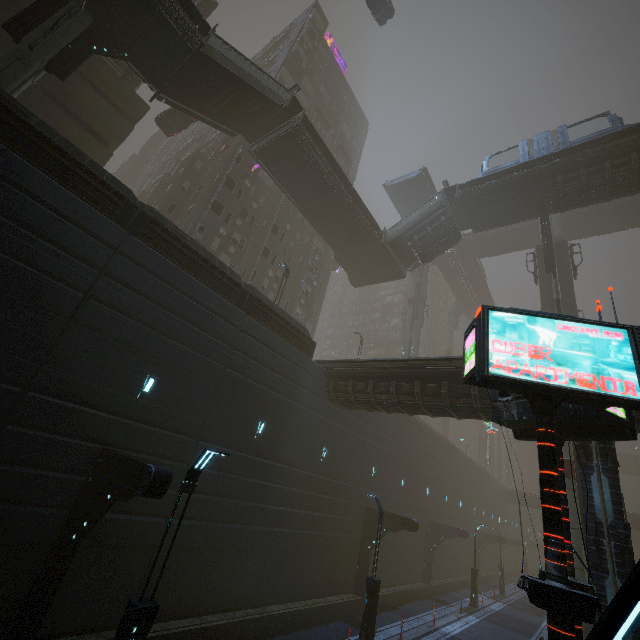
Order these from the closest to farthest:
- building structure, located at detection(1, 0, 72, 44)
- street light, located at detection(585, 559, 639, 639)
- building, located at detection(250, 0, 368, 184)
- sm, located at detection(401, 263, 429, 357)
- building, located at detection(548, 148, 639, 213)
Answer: street light, located at detection(585, 559, 639, 639), building structure, located at detection(1, 0, 72, 44), building, located at detection(548, 148, 639, 213), building, located at detection(250, 0, 368, 184), sm, located at detection(401, 263, 429, 357)

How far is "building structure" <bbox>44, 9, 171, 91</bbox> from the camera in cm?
1388

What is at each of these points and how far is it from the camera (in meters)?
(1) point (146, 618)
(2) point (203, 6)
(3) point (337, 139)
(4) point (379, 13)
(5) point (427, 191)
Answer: (1) street light, 6.61
(2) building, 29.38
(3) building, 46.78
(4) car, 29.47
(5) bridge, 41.00

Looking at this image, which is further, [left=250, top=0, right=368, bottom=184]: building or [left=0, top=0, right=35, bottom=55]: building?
[left=250, top=0, right=368, bottom=184]: building

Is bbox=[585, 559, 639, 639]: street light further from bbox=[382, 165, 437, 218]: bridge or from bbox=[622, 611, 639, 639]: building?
bbox=[382, 165, 437, 218]: bridge

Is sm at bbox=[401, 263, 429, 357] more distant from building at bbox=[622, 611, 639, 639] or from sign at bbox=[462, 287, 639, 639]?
sign at bbox=[462, 287, 639, 639]

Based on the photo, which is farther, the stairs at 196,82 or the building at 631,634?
the stairs at 196,82

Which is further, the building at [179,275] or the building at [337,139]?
the building at [337,139]
